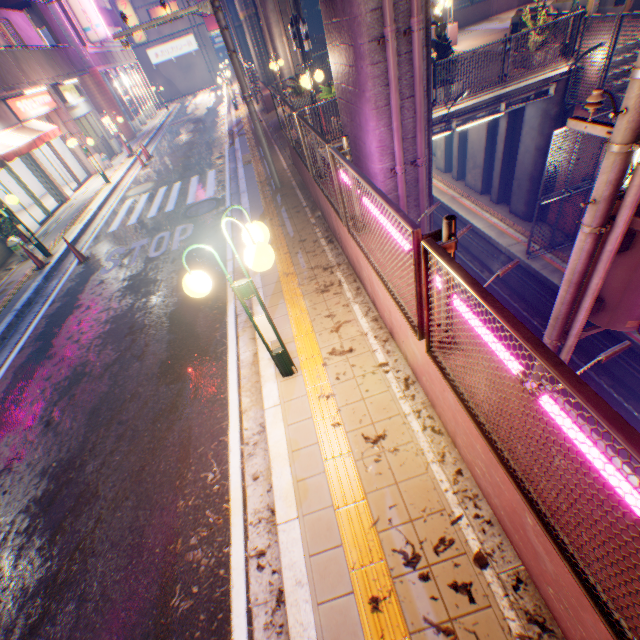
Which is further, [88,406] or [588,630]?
[88,406]

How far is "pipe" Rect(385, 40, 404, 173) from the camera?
6.3 meters

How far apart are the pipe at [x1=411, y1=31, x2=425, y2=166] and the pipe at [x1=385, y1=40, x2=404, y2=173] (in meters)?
0.29

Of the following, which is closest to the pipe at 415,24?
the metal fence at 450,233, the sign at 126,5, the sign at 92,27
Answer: the metal fence at 450,233

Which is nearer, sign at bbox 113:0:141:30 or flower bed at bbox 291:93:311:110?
flower bed at bbox 291:93:311:110

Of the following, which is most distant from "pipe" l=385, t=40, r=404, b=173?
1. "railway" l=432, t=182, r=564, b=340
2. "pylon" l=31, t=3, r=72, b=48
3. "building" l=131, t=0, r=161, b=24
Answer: "building" l=131, t=0, r=161, b=24

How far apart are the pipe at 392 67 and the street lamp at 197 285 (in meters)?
5.41

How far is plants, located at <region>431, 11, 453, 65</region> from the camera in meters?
10.2 m
